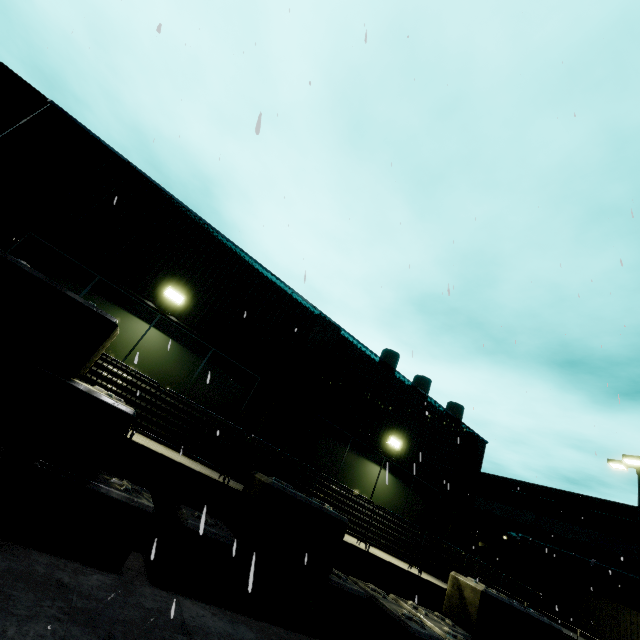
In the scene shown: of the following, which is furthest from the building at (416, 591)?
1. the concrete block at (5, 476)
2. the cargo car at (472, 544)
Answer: the cargo car at (472, 544)

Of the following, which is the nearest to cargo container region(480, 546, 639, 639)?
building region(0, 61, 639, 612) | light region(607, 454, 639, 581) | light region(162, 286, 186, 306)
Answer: building region(0, 61, 639, 612)

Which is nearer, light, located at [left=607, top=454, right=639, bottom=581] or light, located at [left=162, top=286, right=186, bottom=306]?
light, located at [left=162, top=286, right=186, bottom=306]

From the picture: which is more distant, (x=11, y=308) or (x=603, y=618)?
(x=603, y=618)

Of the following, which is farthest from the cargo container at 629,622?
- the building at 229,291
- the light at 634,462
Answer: the light at 634,462

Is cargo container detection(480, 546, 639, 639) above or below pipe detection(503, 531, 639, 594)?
below

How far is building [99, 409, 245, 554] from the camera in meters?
5.4

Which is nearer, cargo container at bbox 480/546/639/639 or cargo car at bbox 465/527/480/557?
cargo container at bbox 480/546/639/639
